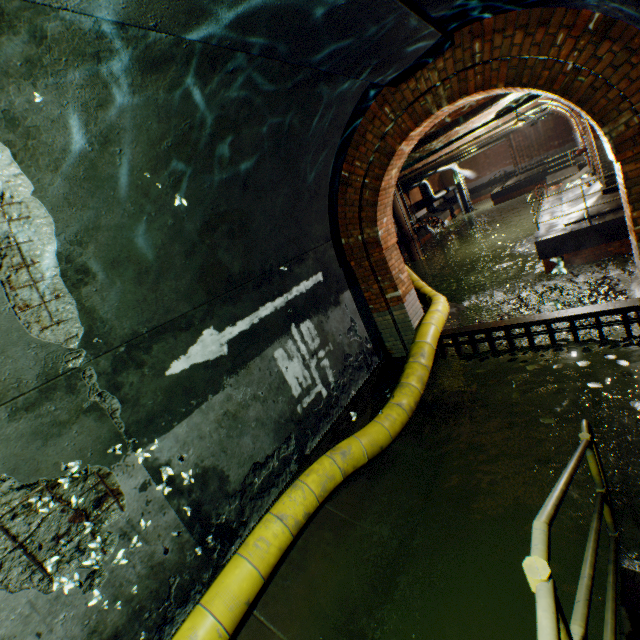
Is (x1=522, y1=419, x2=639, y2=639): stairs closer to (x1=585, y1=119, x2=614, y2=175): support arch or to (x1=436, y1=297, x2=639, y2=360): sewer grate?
(x1=436, y1=297, x2=639, y2=360): sewer grate

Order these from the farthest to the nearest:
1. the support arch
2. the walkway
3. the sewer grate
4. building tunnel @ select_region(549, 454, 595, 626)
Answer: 1. the support arch
2. the sewer grate
3. building tunnel @ select_region(549, 454, 595, 626)
4. the walkway

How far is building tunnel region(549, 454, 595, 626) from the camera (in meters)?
2.60

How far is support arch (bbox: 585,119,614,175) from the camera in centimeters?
1050cm

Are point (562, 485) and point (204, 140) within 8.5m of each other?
yes

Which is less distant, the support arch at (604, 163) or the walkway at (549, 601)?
the walkway at (549, 601)

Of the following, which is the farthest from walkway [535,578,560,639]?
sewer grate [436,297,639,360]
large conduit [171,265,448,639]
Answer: sewer grate [436,297,639,360]

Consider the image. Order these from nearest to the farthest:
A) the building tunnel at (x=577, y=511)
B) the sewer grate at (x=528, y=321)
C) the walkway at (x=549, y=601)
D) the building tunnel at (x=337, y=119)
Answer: the walkway at (x=549, y=601) < the building tunnel at (x=337, y=119) < the building tunnel at (x=577, y=511) < the sewer grate at (x=528, y=321)
